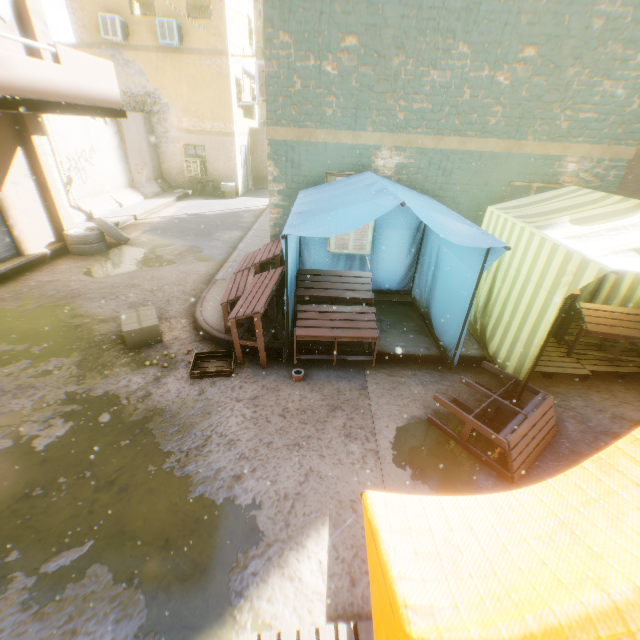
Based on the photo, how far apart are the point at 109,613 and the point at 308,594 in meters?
1.6 m

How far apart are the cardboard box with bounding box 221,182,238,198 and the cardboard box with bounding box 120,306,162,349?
13.07m

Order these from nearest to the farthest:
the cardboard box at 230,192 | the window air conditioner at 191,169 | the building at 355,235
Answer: the building at 355,235
the window air conditioner at 191,169
the cardboard box at 230,192

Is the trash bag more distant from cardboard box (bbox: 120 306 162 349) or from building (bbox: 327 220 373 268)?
cardboard box (bbox: 120 306 162 349)

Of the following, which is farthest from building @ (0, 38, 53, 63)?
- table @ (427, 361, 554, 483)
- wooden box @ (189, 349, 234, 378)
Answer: wooden box @ (189, 349, 234, 378)

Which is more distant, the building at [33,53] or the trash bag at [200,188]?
the trash bag at [200,188]

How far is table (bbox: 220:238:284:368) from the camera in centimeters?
459cm

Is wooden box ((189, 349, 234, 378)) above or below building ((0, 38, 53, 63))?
below
